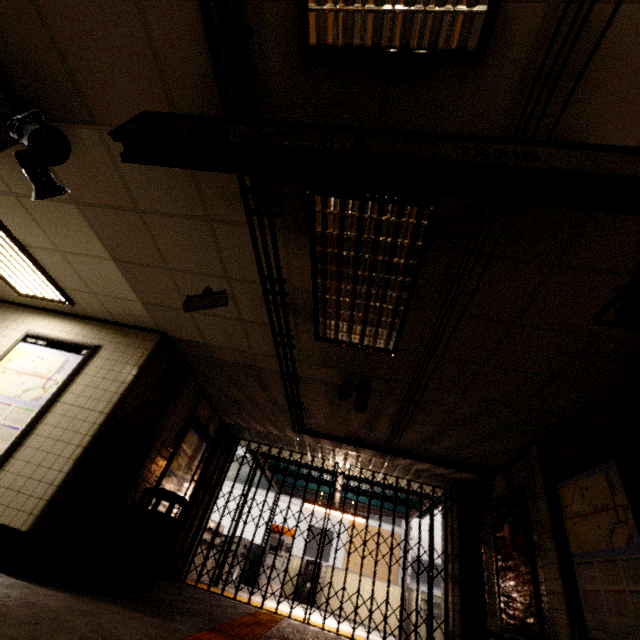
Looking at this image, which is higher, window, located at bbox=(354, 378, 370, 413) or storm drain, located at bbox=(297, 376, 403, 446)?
storm drain, located at bbox=(297, 376, 403, 446)

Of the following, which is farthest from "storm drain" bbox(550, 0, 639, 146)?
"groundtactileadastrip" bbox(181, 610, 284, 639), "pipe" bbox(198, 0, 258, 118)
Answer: "groundtactileadastrip" bbox(181, 610, 284, 639)

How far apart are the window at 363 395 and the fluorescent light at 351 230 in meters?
0.7 m

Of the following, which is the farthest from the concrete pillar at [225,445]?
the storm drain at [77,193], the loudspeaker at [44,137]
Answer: the loudspeaker at [44,137]

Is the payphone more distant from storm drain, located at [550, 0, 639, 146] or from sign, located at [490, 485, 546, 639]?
sign, located at [490, 485, 546, 639]

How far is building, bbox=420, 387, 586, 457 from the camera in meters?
4.1 m

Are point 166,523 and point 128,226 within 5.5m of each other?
yes

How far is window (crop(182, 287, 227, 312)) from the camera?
3.62m
